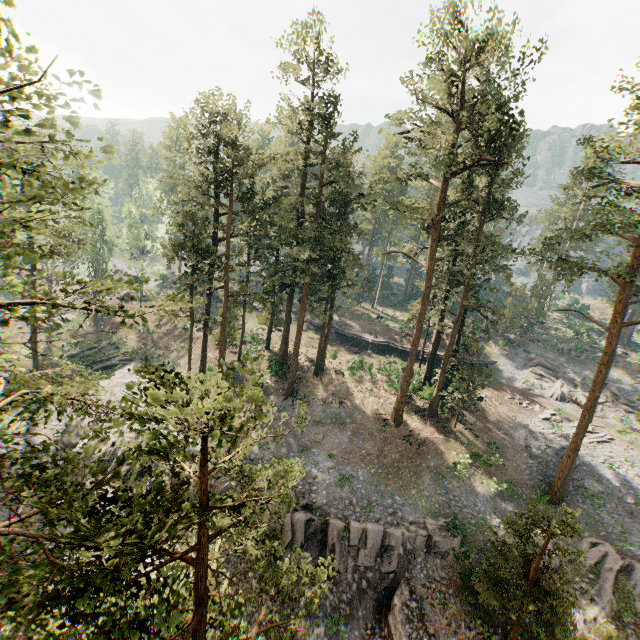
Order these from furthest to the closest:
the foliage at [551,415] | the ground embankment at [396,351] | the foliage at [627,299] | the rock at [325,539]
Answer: the ground embankment at [396,351] < the foliage at [551,415] < the rock at [325,539] < the foliage at [627,299]

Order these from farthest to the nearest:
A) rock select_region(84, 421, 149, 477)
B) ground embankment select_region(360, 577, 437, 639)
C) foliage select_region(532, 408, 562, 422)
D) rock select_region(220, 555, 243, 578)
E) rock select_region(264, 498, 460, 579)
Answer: foliage select_region(532, 408, 562, 422) → rock select_region(84, 421, 149, 477) → rock select_region(264, 498, 460, 579) → rock select_region(220, 555, 243, 578) → ground embankment select_region(360, 577, 437, 639)

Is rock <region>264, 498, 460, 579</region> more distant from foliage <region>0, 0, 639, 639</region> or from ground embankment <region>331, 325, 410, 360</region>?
ground embankment <region>331, 325, 410, 360</region>

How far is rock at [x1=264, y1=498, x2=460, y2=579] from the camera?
20.5 meters

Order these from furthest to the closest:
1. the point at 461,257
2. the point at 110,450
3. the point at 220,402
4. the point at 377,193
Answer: the point at 377,193 < the point at 461,257 < the point at 110,450 < the point at 220,402

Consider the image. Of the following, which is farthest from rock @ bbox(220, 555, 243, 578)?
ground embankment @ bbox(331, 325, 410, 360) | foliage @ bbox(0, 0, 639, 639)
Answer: ground embankment @ bbox(331, 325, 410, 360)

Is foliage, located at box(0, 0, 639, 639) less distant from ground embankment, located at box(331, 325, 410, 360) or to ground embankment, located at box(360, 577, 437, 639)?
ground embankment, located at box(360, 577, 437, 639)

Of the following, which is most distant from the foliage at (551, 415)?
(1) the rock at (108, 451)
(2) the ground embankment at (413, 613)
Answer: (1) the rock at (108, 451)
